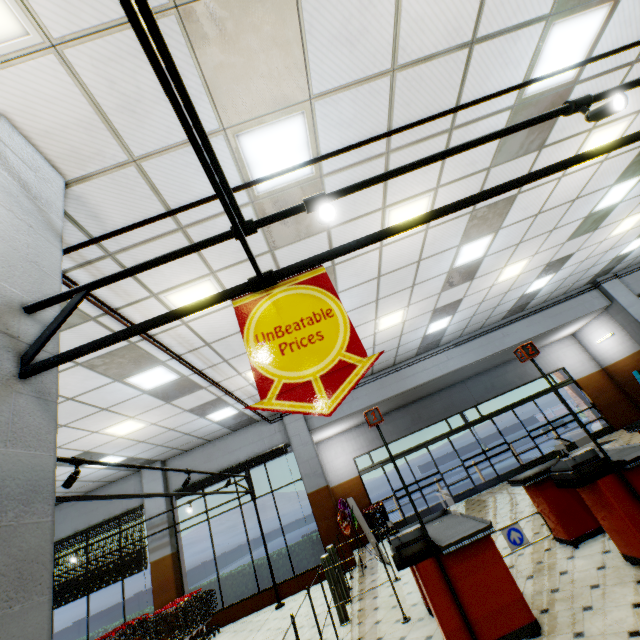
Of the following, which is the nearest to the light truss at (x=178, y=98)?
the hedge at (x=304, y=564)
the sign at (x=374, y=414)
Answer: the sign at (x=374, y=414)

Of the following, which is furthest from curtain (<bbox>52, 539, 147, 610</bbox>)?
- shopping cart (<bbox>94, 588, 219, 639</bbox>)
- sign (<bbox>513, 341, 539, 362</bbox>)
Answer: sign (<bbox>513, 341, 539, 362</bbox>)

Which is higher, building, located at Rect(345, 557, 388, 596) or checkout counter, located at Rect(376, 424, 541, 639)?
checkout counter, located at Rect(376, 424, 541, 639)

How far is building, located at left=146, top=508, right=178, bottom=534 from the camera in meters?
10.1 m

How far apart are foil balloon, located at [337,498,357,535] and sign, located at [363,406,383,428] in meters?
5.8

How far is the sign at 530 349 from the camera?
4.2 meters

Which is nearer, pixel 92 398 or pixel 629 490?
pixel 629 490

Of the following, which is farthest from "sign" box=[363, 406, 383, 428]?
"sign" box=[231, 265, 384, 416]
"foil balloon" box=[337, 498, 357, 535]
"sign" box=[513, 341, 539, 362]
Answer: "foil balloon" box=[337, 498, 357, 535]
